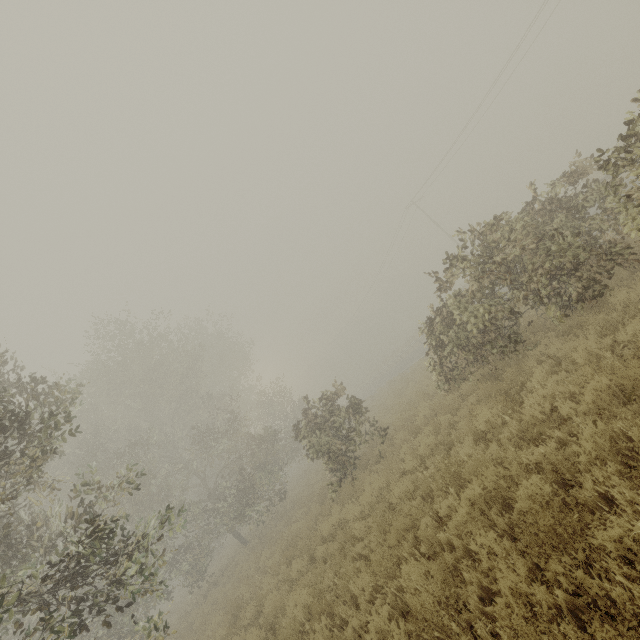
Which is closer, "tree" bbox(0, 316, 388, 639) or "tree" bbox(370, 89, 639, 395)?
"tree" bbox(0, 316, 388, 639)

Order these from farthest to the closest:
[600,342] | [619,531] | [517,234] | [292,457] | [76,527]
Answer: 1. [292,457]
2. [517,234]
3. [600,342]
4. [76,527]
5. [619,531]

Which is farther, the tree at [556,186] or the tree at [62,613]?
the tree at [556,186]
